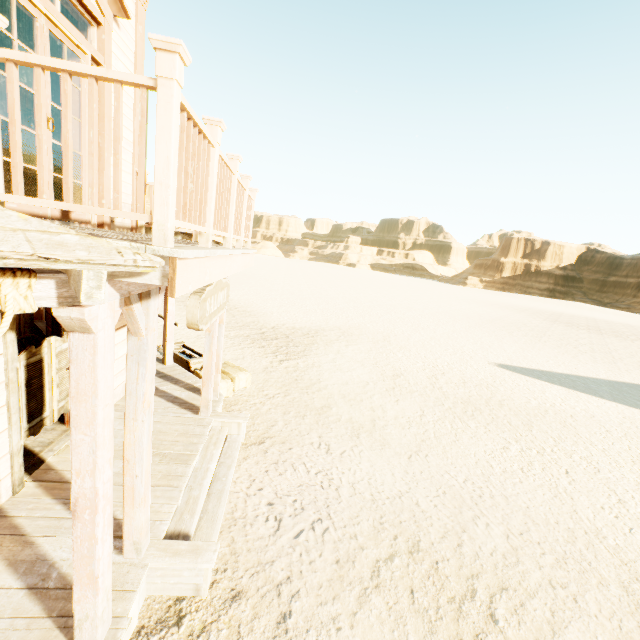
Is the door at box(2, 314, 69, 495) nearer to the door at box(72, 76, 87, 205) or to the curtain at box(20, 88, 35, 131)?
the door at box(72, 76, 87, 205)

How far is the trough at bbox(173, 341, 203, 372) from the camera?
8.09m

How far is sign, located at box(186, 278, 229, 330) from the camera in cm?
315

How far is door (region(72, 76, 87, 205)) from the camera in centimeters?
398cm

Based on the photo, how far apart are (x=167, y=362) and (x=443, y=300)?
37.8m

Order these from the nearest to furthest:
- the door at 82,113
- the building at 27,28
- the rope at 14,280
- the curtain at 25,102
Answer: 1. the rope at 14,280
2. the door at 82,113
3. the building at 27,28
4. the curtain at 25,102

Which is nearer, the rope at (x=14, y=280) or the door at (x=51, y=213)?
the rope at (x=14, y=280)
